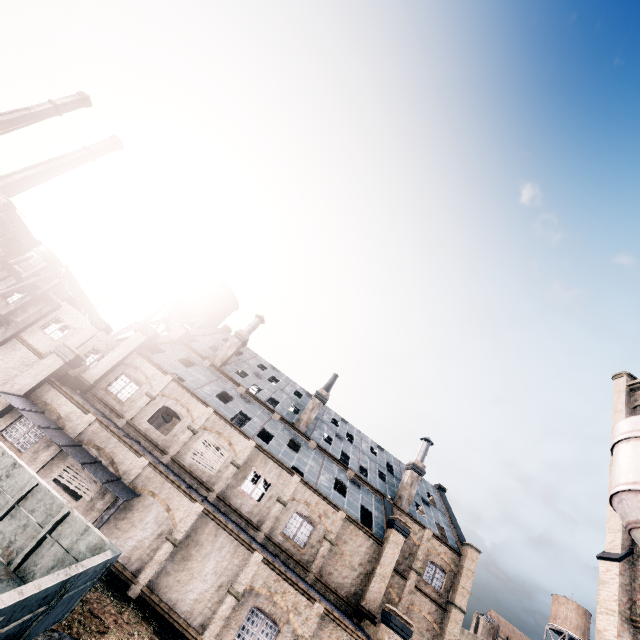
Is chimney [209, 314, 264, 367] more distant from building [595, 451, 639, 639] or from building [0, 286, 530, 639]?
building [595, 451, 639, 639]

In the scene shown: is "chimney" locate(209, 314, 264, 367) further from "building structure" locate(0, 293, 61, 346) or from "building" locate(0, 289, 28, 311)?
"building structure" locate(0, 293, 61, 346)

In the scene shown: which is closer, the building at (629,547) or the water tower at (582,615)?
the building at (629,547)

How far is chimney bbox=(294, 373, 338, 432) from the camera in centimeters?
3294cm

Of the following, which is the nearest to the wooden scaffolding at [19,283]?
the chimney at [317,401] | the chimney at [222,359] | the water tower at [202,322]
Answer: the water tower at [202,322]

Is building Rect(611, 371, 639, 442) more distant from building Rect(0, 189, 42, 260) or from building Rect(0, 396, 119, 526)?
building Rect(0, 189, 42, 260)

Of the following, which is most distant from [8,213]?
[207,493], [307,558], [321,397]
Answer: [307,558]

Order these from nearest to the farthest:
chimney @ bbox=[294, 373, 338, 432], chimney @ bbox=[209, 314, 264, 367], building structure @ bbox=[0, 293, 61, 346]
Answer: building structure @ bbox=[0, 293, 61, 346] < chimney @ bbox=[294, 373, 338, 432] < chimney @ bbox=[209, 314, 264, 367]
